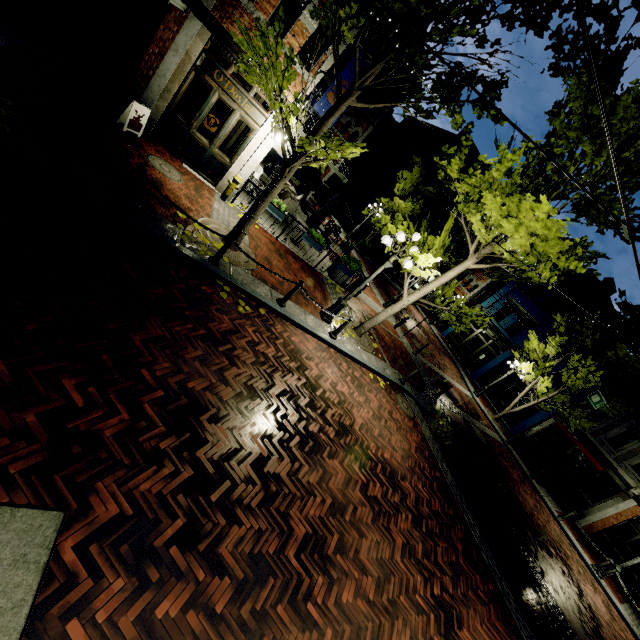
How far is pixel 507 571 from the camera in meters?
8.2

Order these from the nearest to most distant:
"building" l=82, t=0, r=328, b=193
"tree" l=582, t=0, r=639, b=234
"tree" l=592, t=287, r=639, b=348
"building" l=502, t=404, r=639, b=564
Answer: "tree" l=582, t=0, r=639, b=234
"building" l=82, t=0, r=328, b=193
"tree" l=592, t=287, r=639, b=348
"building" l=502, t=404, r=639, b=564

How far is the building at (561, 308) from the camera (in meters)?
23.09

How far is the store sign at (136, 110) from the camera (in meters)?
8.14

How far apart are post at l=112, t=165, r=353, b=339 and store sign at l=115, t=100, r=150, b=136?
4.4m

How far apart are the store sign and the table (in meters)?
7.06

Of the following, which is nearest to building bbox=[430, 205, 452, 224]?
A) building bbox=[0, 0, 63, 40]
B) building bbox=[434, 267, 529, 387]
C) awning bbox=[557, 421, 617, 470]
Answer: building bbox=[0, 0, 63, 40]

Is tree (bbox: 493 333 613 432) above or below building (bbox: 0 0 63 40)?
above
